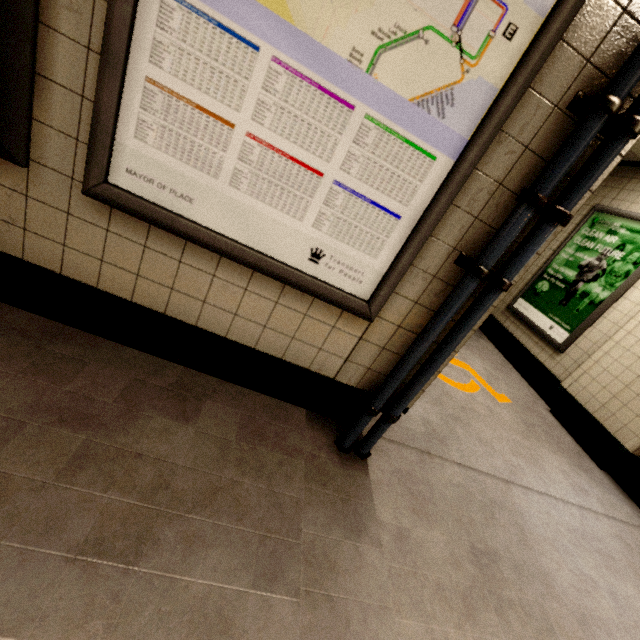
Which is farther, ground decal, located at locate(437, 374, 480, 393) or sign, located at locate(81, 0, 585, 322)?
ground decal, located at locate(437, 374, 480, 393)

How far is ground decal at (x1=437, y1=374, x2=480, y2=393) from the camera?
3.3m

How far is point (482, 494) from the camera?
2.1 meters

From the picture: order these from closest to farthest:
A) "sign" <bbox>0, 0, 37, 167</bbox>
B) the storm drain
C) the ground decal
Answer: "sign" <bbox>0, 0, 37, 167</bbox>
the ground decal
the storm drain

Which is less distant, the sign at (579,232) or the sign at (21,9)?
the sign at (21,9)

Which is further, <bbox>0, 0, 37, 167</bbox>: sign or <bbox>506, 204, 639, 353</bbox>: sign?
<bbox>506, 204, 639, 353</bbox>: sign

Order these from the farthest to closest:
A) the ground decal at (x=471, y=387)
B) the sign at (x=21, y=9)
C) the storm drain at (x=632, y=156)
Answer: the storm drain at (x=632, y=156) < the ground decal at (x=471, y=387) < the sign at (x=21, y=9)

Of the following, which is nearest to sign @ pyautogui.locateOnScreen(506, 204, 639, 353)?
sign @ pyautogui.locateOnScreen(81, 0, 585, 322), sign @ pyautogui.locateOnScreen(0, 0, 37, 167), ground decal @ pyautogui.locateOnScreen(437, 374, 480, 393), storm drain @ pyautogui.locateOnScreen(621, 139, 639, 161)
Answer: storm drain @ pyautogui.locateOnScreen(621, 139, 639, 161)
